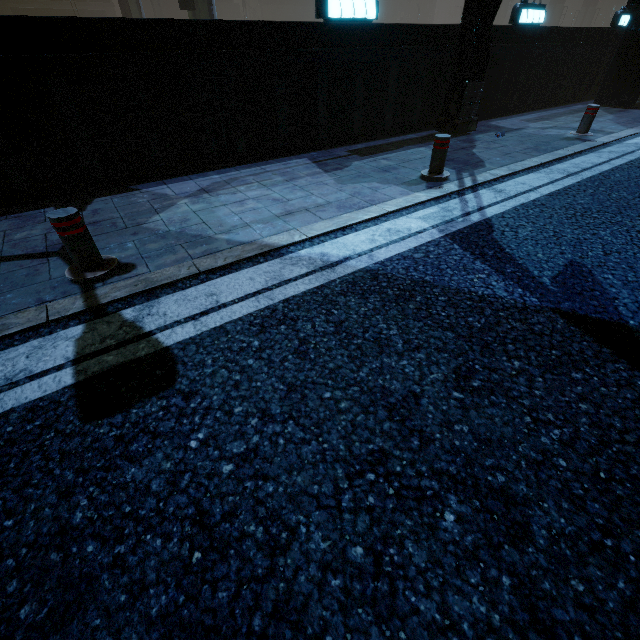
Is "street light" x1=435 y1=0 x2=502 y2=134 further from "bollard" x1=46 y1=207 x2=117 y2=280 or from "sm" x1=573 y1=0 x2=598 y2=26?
"sm" x1=573 y1=0 x2=598 y2=26

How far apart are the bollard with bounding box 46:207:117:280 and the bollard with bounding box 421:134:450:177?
4.6m

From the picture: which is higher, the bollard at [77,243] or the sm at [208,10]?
the sm at [208,10]

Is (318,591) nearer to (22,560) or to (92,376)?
(22,560)

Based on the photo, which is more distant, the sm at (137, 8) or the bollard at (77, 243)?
the sm at (137, 8)

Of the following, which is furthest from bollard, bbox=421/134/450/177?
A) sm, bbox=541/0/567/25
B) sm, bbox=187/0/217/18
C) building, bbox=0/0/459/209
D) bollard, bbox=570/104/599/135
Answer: sm, bbox=541/0/567/25

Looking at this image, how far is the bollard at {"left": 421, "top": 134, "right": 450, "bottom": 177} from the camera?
4.9m

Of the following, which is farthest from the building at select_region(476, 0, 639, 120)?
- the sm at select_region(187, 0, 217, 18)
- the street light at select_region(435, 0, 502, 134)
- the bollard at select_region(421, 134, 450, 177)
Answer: the bollard at select_region(421, 134, 450, 177)
